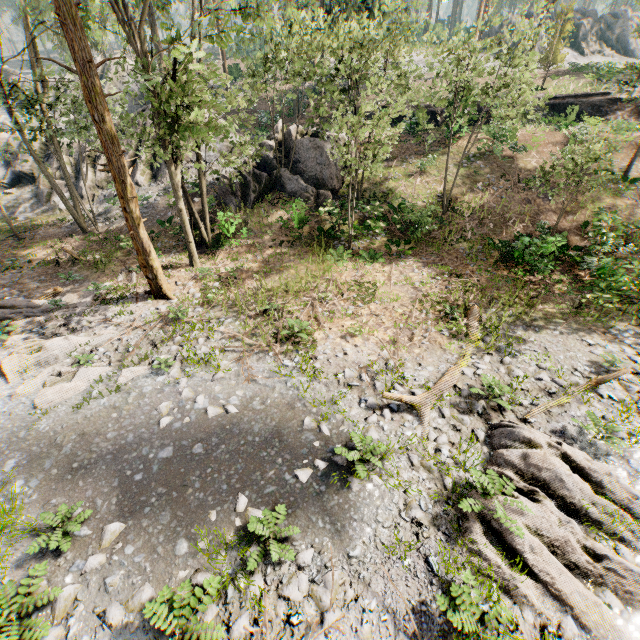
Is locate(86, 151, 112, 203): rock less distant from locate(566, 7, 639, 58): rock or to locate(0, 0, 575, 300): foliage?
locate(0, 0, 575, 300): foliage

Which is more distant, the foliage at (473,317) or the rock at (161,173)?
the rock at (161,173)

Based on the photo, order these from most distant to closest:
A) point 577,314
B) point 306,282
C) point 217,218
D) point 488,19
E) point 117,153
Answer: point 488,19, point 217,218, point 306,282, point 577,314, point 117,153

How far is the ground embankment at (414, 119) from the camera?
25.0m

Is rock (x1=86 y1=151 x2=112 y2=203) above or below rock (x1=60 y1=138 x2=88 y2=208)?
below

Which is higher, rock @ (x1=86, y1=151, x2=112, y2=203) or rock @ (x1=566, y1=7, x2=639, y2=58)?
rock @ (x1=566, y1=7, x2=639, y2=58)

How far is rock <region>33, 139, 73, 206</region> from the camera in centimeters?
2542cm

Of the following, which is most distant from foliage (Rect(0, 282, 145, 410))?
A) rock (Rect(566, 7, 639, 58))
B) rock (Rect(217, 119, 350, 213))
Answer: rock (Rect(217, 119, 350, 213))
